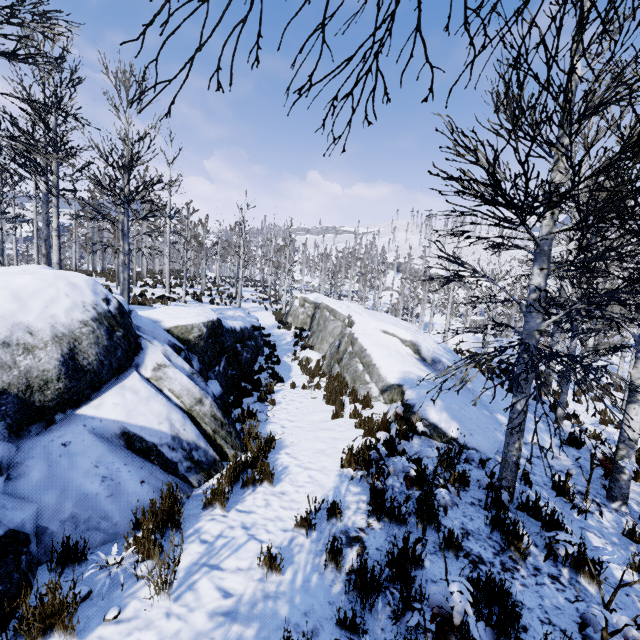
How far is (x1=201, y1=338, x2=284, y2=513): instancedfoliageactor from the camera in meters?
4.0 m

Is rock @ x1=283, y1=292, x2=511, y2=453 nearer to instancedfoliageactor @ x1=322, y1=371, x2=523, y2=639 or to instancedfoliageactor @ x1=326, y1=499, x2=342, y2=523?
instancedfoliageactor @ x1=326, y1=499, x2=342, y2=523

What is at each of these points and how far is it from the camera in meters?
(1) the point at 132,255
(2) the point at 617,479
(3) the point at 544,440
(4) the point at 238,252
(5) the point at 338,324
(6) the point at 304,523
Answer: (1) instancedfoliageactor, 11.7
(2) instancedfoliageactor, 5.3
(3) rock, 7.7
(4) instancedfoliageactor, 44.3
(5) rock, 16.4
(6) instancedfoliageactor, 3.8

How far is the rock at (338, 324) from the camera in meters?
6.6 m

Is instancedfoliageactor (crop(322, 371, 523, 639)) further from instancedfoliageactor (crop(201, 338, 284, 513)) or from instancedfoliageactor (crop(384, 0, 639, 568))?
instancedfoliageactor (crop(201, 338, 284, 513))

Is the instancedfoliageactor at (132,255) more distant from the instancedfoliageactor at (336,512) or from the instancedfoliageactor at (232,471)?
the instancedfoliageactor at (336,512)

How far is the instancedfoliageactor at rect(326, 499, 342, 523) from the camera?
4.0m

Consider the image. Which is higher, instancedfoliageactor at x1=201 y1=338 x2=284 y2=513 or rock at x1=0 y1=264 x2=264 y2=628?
rock at x1=0 y1=264 x2=264 y2=628
